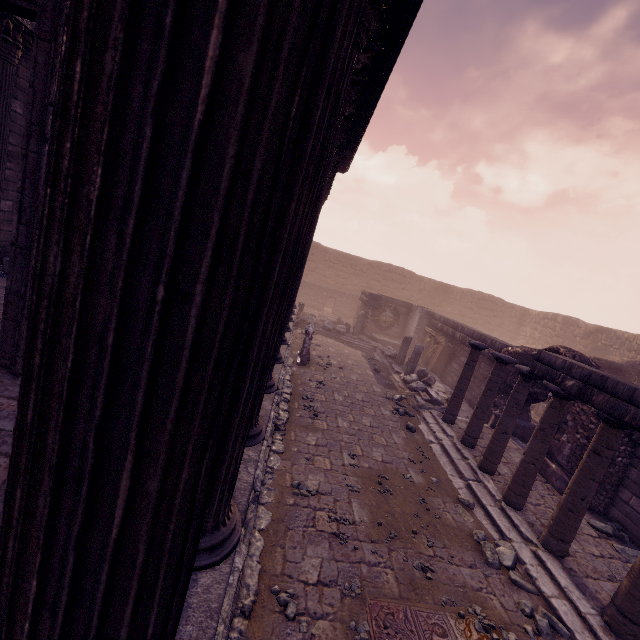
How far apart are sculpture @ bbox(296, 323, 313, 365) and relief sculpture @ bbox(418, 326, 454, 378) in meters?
6.5

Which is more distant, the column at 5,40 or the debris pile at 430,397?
the debris pile at 430,397

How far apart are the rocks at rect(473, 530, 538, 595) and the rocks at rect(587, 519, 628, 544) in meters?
2.4 m

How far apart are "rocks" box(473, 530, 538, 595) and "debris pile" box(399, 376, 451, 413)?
4.9 meters

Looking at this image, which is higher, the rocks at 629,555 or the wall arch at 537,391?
the wall arch at 537,391

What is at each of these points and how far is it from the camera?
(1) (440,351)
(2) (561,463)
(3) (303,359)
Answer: (1) relief sculpture, 15.34m
(2) wall arch, 7.61m
(3) sculpture, 11.23m

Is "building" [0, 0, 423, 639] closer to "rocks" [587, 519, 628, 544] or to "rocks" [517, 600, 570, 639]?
"rocks" [517, 600, 570, 639]

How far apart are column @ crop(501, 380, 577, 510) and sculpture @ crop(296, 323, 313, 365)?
6.7 meters
